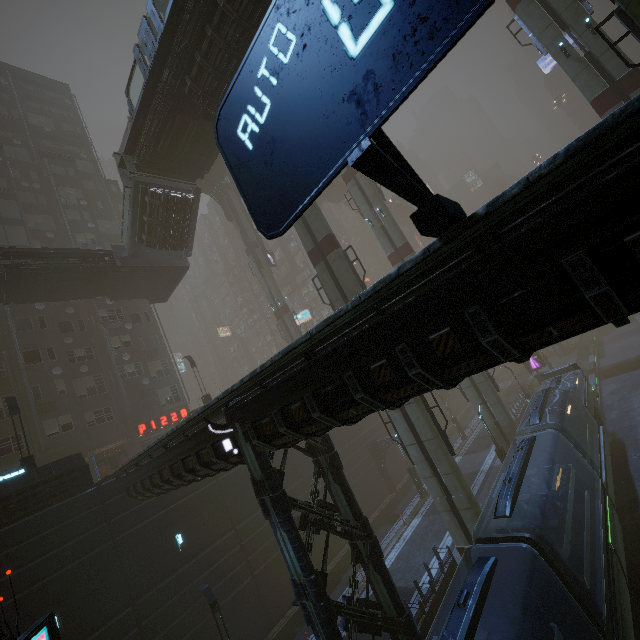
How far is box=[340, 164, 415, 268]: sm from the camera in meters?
27.2 m

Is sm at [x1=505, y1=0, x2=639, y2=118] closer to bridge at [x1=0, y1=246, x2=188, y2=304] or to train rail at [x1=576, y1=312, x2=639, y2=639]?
train rail at [x1=576, y1=312, x2=639, y2=639]

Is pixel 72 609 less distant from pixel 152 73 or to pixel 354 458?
pixel 354 458

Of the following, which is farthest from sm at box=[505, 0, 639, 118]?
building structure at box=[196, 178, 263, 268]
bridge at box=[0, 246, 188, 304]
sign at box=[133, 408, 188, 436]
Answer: sign at box=[133, 408, 188, 436]

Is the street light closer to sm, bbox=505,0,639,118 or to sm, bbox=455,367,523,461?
sm, bbox=455,367,523,461

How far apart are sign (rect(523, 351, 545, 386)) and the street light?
43.61m

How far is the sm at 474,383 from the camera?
23.7m

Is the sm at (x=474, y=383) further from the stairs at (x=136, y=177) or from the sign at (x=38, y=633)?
the sign at (x=38, y=633)
